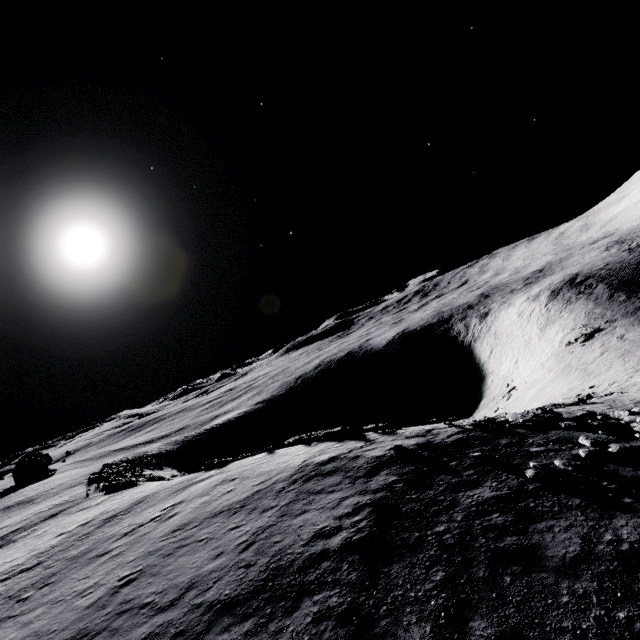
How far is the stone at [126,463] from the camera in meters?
35.3

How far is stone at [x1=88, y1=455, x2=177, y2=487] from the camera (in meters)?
35.34

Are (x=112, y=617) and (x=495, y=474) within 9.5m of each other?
no
